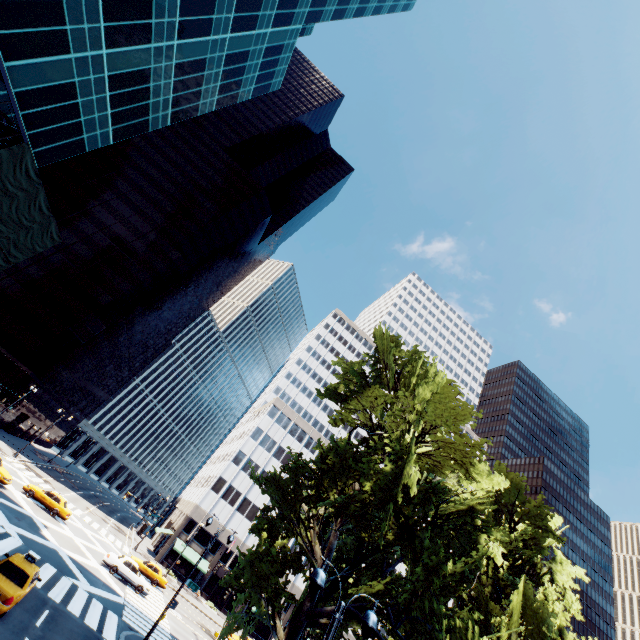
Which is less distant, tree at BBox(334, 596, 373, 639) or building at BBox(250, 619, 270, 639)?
tree at BBox(334, 596, 373, 639)

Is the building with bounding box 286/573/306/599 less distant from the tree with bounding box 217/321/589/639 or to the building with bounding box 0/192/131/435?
the tree with bounding box 217/321/589/639

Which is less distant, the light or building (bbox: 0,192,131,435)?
the light

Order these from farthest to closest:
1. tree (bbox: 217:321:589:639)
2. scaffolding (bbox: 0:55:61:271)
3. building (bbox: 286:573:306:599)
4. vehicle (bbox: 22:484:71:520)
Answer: building (bbox: 286:573:306:599), vehicle (bbox: 22:484:71:520), scaffolding (bbox: 0:55:61:271), tree (bbox: 217:321:589:639)

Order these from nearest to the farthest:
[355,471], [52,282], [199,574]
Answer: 1. [355,471]
2. [199,574]
3. [52,282]

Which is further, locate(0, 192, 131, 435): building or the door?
the door

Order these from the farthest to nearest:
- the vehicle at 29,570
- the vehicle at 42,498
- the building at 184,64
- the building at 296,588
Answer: the building at 296,588 < the vehicle at 42,498 < the building at 184,64 < the vehicle at 29,570

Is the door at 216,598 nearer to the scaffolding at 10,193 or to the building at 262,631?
the building at 262,631
